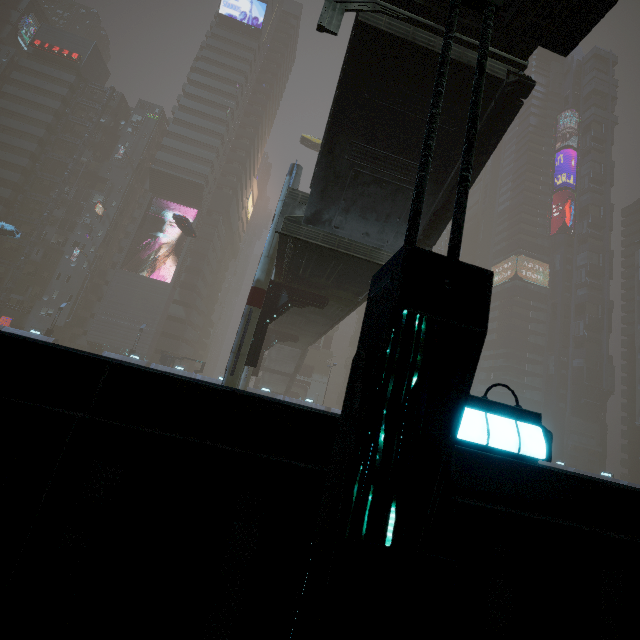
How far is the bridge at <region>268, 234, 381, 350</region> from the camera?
13.76m

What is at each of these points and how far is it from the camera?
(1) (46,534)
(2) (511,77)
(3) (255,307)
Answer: (1) building, 1.8m
(2) stairs, 8.6m
(3) sm, 16.7m

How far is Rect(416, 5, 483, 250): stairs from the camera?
8.4m

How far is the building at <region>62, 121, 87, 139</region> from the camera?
57.50m

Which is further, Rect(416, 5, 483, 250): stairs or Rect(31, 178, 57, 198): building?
Result: Rect(31, 178, 57, 198): building

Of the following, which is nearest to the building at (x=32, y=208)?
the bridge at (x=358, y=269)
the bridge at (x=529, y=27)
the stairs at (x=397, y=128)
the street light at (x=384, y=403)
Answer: the street light at (x=384, y=403)

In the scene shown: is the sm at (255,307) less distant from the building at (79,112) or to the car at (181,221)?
the building at (79,112)

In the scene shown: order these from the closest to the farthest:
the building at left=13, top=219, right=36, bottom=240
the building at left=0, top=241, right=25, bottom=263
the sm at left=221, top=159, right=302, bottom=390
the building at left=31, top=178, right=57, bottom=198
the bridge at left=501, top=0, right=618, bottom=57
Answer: the bridge at left=501, top=0, right=618, bottom=57
the sm at left=221, top=159, right=302, bottom=390
the building at left=0, top=241, right=25, bottom=263
the building at left=13, top=219, right=36, bottom=240
the building at left=31, top=178, right=57, bottom=198
